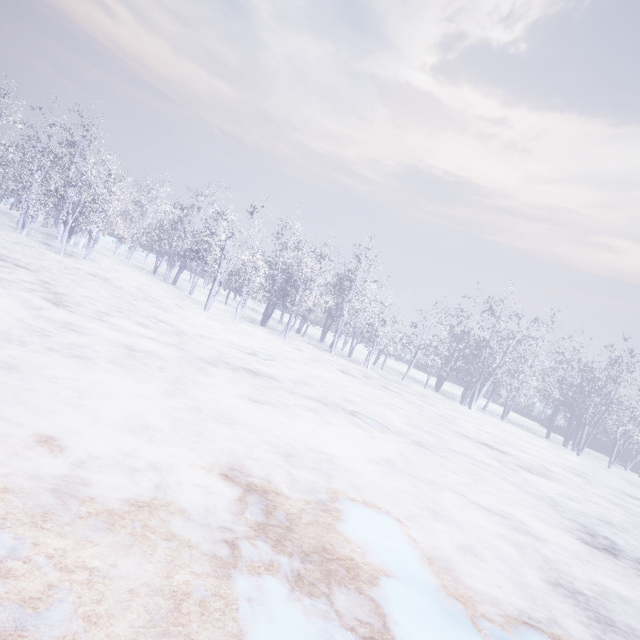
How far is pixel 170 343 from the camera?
8.77m
